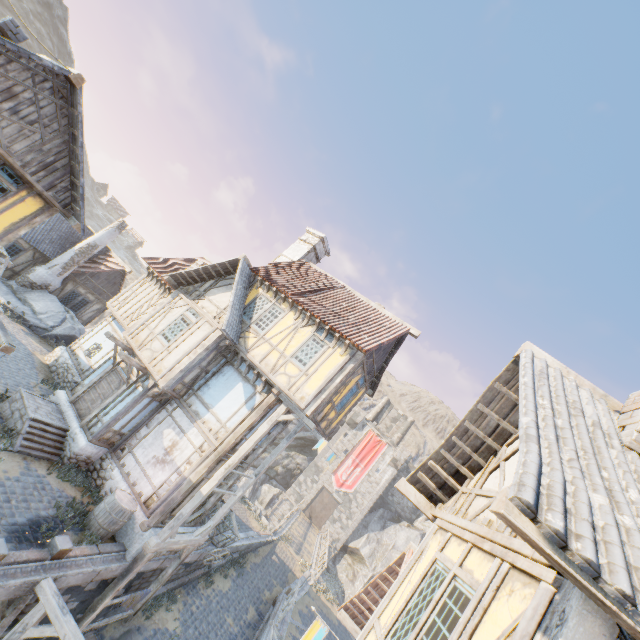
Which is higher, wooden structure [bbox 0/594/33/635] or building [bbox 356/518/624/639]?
building [bbox 356/518/624/639]

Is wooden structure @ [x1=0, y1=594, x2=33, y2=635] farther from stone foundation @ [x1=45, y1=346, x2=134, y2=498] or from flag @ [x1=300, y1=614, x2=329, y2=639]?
stone foundation @ [x1=45, y1=346, x2=134, y2=498]

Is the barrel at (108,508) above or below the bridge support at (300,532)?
above

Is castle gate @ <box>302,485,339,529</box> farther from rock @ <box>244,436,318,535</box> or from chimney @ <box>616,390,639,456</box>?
chimney @ <box>616,390,639,456</box>

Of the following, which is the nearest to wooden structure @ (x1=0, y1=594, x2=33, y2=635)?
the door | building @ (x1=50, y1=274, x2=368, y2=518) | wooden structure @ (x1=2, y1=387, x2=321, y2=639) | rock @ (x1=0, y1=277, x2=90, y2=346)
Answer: wooden structure @ (x1=2, y1=387, x2=321, y2=639)

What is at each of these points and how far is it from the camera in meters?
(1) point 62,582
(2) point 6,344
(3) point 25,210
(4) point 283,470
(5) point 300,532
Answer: (1) stone blocks, 7.9 m
(2) street light, 7.6 m
(3) building, 10.4 m
(4) rock, 43.5 m
(5) bridge support, 30.7 m

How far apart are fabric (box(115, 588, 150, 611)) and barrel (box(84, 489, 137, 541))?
2.3m

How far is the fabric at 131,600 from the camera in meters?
10.6
